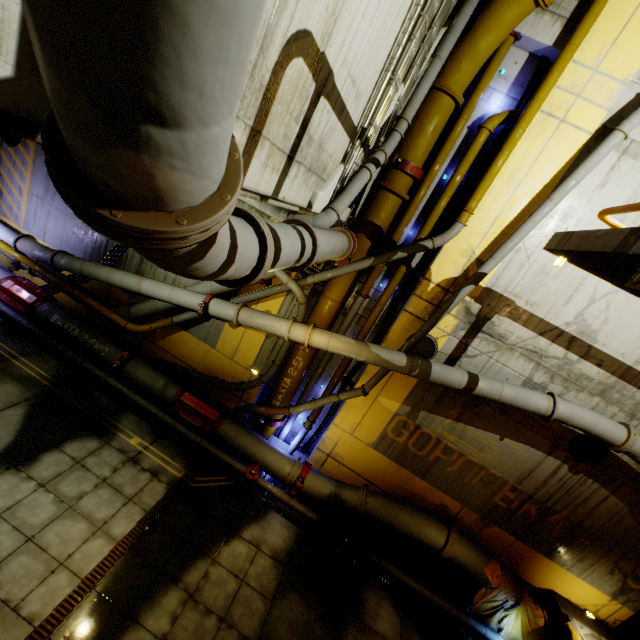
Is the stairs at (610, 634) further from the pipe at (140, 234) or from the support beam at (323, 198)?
the support beam at (323, 198)

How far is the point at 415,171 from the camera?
7.3m

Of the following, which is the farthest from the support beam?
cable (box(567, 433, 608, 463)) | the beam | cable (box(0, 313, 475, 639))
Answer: the beam

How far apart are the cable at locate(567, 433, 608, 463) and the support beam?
8.04m

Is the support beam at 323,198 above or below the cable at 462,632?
above

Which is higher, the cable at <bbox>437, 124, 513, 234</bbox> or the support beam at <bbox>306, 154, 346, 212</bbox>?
the cable at <bbox>437, 124, 513, 234</bbox>

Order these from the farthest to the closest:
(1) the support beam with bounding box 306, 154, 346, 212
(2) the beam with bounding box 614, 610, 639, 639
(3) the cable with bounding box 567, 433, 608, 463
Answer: (2) the beam with bounding box 614, 610, 639, 639
(3) the cable with bounding box 567, 433, 608, 463
(1) the support beam with bounding box 306, 154, 346, 212

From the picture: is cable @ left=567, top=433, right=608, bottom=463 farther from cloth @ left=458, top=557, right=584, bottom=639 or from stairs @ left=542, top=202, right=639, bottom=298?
stairs @ left=542, top=202, right=639, bottom=298
